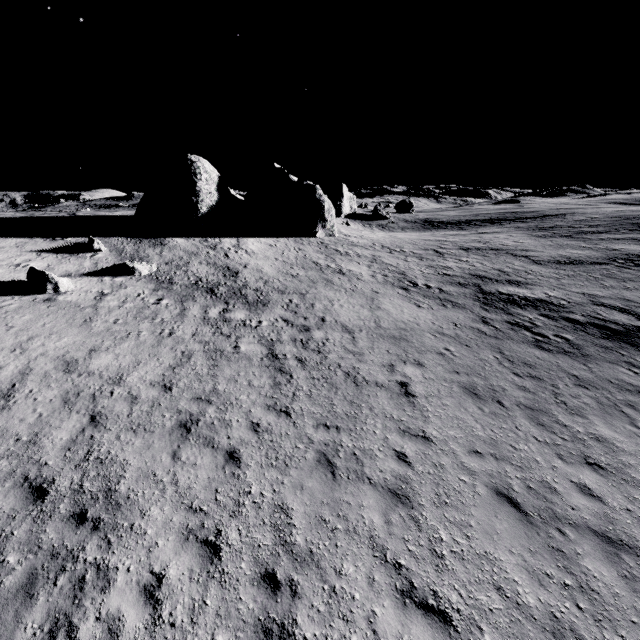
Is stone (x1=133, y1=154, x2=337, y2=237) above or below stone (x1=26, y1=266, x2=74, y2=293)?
above

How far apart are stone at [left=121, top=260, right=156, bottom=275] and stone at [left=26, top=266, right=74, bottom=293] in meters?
2.9 m

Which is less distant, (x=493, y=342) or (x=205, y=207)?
(x=493, y=342)

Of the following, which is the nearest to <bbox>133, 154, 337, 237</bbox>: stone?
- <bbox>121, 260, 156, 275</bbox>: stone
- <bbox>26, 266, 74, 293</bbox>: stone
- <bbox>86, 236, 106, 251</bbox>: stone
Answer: <bbox>86, 236, 106, 251</bbox>: stone

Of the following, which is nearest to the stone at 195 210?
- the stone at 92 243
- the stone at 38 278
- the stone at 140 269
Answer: the stone at 92 243

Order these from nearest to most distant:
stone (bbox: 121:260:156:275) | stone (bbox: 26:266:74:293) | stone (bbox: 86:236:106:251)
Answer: stone (bbox: 26:266:74:293)
stone (bbox: 121:260:156:275)
stone (bbox: 86:236:106:251)

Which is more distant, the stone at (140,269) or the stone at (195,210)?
the stone at (195,210)

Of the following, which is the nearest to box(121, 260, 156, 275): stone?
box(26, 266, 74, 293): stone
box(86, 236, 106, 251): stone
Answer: box(26, 266, 74, 293): stone
